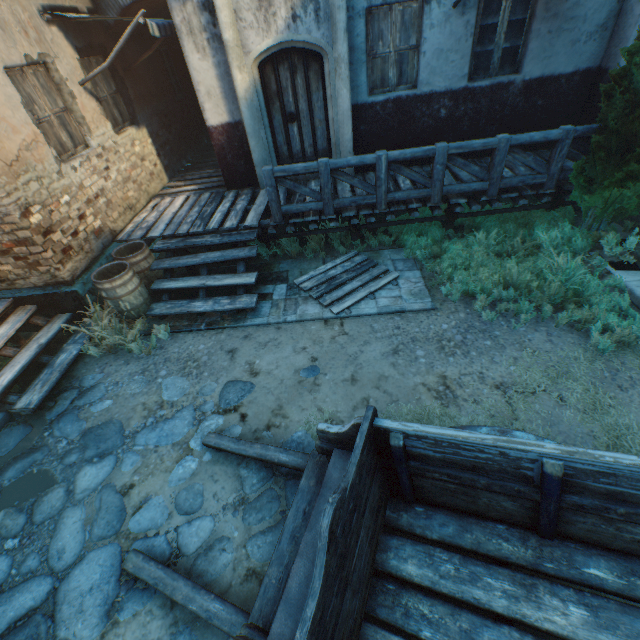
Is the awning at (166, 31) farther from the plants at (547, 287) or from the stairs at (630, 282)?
the stairs at (630, 282)

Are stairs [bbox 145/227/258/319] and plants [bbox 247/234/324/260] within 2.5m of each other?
yes

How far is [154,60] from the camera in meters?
8.9

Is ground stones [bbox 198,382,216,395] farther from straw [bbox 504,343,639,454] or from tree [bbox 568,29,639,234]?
tree [bbox 568,29,639,234]

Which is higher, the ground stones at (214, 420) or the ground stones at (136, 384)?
the ground stones at (136, 384)

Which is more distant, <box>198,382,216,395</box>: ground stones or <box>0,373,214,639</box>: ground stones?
<box>198,382,216,395</box>: ground stones

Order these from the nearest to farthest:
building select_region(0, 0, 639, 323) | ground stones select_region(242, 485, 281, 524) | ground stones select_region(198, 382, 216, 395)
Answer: ground stones select_region(242, 485, 281, 524)
ground stones select_region(198, 382, 216, 395)
building select_region(0, 0, 639, 323)

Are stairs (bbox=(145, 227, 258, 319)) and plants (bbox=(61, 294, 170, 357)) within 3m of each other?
yes
